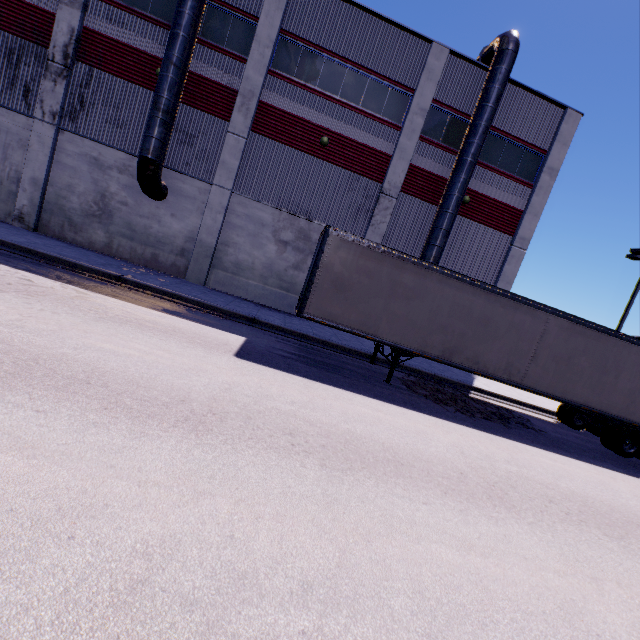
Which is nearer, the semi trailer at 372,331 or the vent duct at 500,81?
the semi trailer at 372,331

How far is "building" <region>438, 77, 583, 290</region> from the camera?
16.8m

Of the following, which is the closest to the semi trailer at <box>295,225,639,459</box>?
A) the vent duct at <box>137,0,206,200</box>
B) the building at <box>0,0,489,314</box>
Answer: the building at <box>0,0,489,314</box>

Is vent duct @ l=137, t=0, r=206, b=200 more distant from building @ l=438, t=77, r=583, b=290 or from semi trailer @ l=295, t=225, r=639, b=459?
semi trailer @ l=295, t=225, r=639, b=459

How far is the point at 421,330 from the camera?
10.1m

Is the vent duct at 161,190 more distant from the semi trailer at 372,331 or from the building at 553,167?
the semi trailer at 372,331

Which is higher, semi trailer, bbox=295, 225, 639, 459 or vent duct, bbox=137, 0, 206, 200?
vent duct, bbox=137, 0, 206, 200
